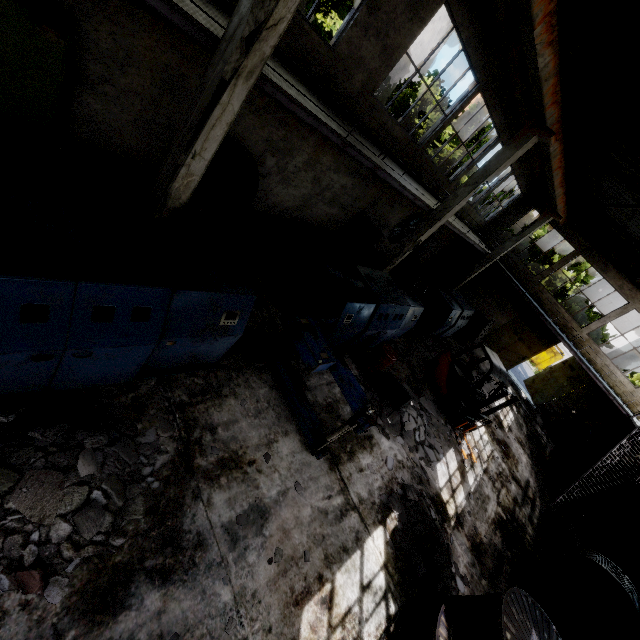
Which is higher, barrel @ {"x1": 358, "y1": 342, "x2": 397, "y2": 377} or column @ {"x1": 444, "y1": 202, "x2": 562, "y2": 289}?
column @ {"x1": 444, "y1": 202, "x2": 562, "y2": 289}

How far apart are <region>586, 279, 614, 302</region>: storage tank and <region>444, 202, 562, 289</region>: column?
54.21m

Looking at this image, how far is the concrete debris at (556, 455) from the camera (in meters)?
16.56

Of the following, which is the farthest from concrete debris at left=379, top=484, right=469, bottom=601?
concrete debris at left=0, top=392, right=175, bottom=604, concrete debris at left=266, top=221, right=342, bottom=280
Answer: concrete debris at left=0, top=392, right=175, bottom=604

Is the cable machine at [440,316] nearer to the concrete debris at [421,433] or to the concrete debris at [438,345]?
the concrete debris at [421,433]

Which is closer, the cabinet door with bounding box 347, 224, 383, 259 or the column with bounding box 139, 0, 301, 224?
the column with bounding box 139, 0, 301, 224

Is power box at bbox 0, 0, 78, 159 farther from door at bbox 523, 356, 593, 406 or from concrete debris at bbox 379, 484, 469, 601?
door at bbox 523, 356, 593, 406

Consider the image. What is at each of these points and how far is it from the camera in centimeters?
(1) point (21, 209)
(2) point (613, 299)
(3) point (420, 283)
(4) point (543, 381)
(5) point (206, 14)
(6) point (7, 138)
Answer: (1) cable machine, 344cm
(2) storage tank, 5641cm
(3) wire spool, 1424cm
(4) door, 2212cm
(5) elevated walkway, 429cm
(6) power box, 593cm
